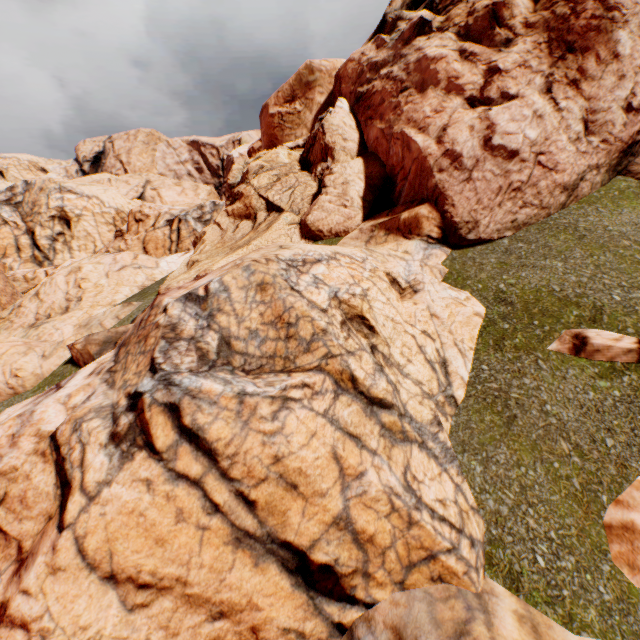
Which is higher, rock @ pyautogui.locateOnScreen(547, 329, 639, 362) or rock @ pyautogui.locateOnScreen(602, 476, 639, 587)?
rock @ pyautogui.locateOnScreen(547, 329, 639, 362)

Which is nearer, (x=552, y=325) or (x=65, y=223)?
(x=552, y=325)

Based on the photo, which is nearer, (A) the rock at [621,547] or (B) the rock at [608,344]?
(A) the rock at [621,547]

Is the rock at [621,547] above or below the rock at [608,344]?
below

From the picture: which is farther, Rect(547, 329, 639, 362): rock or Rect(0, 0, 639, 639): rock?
Rect(547, 329, 639, 362): rock
